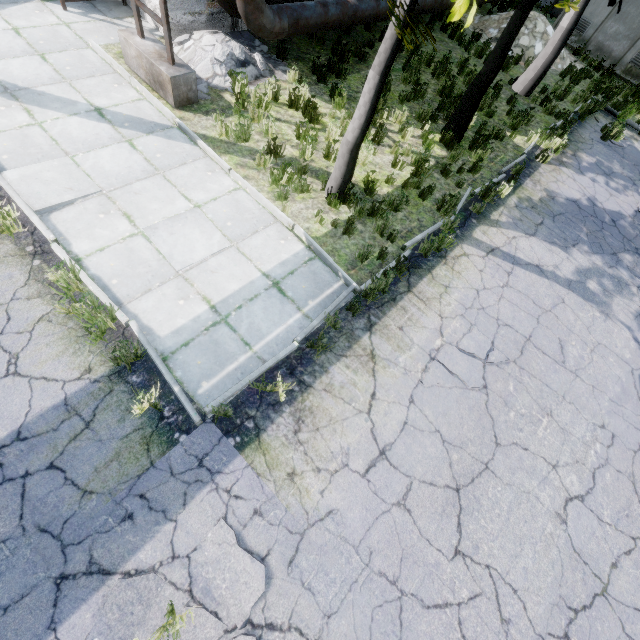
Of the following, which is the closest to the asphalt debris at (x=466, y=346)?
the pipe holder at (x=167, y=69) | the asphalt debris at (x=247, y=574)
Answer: the asphalt debris at (x=247, y=574)

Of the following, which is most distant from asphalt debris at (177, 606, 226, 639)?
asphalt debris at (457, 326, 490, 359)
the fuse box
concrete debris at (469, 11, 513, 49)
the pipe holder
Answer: the fuse box

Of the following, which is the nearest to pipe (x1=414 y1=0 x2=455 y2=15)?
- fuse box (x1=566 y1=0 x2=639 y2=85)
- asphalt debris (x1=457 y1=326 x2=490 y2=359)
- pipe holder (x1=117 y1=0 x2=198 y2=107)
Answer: pipe holder (x1=117 y1=0 x2=198 y2=107)

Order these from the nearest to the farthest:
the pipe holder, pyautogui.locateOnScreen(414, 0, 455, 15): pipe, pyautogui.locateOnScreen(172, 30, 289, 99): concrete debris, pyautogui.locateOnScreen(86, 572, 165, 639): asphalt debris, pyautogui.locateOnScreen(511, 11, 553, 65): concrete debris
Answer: pyautogui.locateOnScreen(86, 572, 165, 639): asphalt debris → the pipe holder → pyautogui.locateOnScreen(172, 30, 289, 99): concrete debris → pyautogui.locateOnScreen(414, 0, 455, 15): pipe → pyautogui.locateOnScreen(511, 11, 553, 65): concrete debris

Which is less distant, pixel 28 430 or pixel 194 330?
pixel 28 430

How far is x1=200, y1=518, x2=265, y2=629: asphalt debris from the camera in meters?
3.2 m

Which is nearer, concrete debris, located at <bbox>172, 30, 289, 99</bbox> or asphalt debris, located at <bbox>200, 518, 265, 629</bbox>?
asphalt debris, located at <bbox>200, 518, 265, 629</bbox>

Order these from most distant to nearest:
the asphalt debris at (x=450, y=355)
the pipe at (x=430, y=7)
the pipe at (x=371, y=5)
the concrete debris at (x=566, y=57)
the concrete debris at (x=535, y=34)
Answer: the concrete debris at (x=566, y=57)
the concrete debris at (x=535, y=34)
the pipe at (x=430, y=7)
the pipe at (x=371, y=5)
the asphalt debris at (x=450, y=355)
